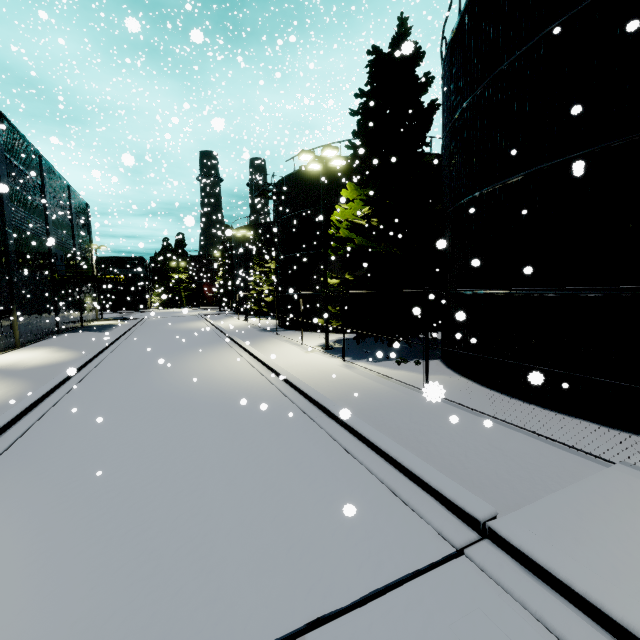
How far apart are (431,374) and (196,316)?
41.98m

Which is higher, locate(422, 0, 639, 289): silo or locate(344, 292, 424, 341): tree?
locate(422, 0, 639, 289): silo

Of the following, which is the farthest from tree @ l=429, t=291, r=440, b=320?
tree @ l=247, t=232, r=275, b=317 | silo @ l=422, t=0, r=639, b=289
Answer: tree @ l=247, t=232, r=275, b=317

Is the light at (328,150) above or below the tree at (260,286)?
above

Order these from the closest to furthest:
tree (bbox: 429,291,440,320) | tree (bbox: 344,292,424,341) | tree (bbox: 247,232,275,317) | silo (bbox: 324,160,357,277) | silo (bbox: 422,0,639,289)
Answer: silo (bbox: 422,0,639,289) < tree (bbox: 429,291,440,320) < tree (bbox: 344,292,424,341) < silo (bbox: 324,160,357,277) < tree (bbox: 247,232,275,317)

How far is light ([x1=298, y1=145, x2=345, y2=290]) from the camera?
15.4m

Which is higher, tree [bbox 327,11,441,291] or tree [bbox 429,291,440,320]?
tree [bbox 327,11,441,291]

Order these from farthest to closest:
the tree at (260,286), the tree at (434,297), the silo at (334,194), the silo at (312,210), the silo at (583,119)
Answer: the tree at (260,286) → the silo at (312,210) → the silo at (334,194) → the tree at (434,297) → the silo at (583,119)
